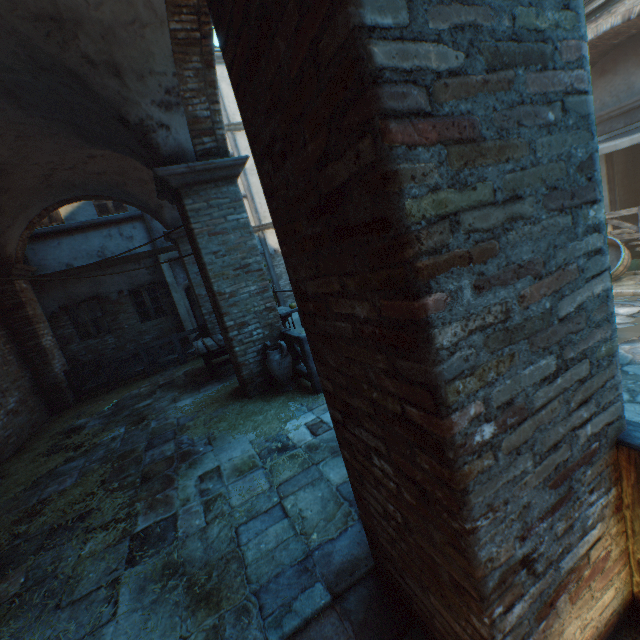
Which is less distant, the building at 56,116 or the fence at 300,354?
the building at 56,116

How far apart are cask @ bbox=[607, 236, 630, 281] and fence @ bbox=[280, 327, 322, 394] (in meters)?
9.21

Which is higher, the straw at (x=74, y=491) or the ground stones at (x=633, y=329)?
the straw at (x=74, y=491)

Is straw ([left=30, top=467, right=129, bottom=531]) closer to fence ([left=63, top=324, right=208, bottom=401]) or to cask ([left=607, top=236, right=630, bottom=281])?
fence ([left=63, top=324, right=208, bottom=401])

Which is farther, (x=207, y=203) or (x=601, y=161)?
(x=601, y=161)

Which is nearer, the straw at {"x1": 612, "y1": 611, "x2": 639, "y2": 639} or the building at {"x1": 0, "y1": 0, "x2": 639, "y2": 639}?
Result: the building at {"x1": 0, "y1": 0, "x2": 639, "y2": 639}

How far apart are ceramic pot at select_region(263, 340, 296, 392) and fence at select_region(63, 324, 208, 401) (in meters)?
5.50

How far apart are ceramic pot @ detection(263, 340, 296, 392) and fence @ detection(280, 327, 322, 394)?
0.1 meters
